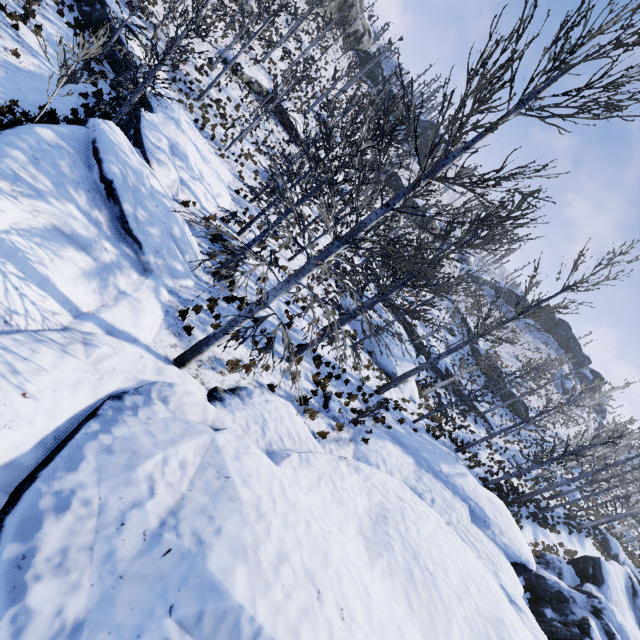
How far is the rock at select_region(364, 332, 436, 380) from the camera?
20.7m

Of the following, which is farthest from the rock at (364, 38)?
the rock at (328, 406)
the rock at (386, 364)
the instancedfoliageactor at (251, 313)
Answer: the rock at (328, 406)

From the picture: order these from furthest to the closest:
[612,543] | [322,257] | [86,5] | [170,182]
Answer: [612,543], [86,5], [170,182], [322,257]

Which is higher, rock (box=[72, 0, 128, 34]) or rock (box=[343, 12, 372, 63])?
rock (box=[343, 12, 372, 63])

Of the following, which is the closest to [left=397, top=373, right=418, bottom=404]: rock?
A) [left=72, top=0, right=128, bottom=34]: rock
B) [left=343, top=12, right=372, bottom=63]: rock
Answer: [left=72, top=0, right=128, bottom=34]: rock

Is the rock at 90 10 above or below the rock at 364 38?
below

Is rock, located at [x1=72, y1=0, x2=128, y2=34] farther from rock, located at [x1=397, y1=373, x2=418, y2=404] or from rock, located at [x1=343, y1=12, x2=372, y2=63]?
rock, located at [x1=343, y1=12, x2=372, y2=63]

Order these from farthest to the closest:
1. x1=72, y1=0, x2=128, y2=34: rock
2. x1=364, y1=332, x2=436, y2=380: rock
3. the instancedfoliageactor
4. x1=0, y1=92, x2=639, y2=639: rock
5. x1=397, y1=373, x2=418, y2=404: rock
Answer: x1=397, y1=373, x2=418, y2=404: rock
x1=364, y1=332, x2=436, y2=380: rock
x1=72, y1=0, x2=128, y2=34: rock
the instancedfoliageactor
x1=0, y1=92, x2=639, y2=639: rock
